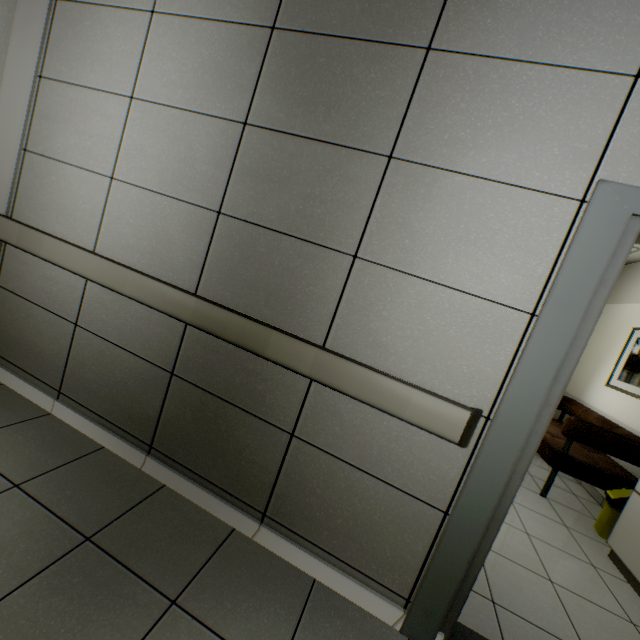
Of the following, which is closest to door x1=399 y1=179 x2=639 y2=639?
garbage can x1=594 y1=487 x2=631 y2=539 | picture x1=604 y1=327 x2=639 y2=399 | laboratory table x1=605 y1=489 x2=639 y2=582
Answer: laboratory table x1=605 y1=489 x2=639 y2=582

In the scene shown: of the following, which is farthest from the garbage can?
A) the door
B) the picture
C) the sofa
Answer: the door

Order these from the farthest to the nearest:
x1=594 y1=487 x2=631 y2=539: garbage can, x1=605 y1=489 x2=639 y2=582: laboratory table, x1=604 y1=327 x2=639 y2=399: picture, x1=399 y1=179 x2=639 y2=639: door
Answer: x1=604 y1=327 x2=639 y2=399: picture
x1=594 y1=487 x2=631 y2=539: garbage can
x1=605 y1=489 x2=639 y2=582: laboratory table
x1=399 y1=179 x2=639 y2=639: door

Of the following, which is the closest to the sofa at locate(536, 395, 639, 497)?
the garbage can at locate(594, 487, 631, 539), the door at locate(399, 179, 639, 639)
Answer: the garbage can at locate(594, 487, 631, 539)

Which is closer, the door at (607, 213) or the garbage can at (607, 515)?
the door at (607, 213)

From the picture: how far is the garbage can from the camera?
3.0m

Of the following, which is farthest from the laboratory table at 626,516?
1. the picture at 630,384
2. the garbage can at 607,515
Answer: the picture at 630,384

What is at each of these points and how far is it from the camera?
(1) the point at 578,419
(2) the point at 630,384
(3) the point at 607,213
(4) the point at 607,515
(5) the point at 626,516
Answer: (1) sofa, 3.4 meters
(2) picture, 4.1 meters
(3) door, 1.3 meters
(4) garbage can, 3.1 meters
(5) laboratory table, 2.7 meters
